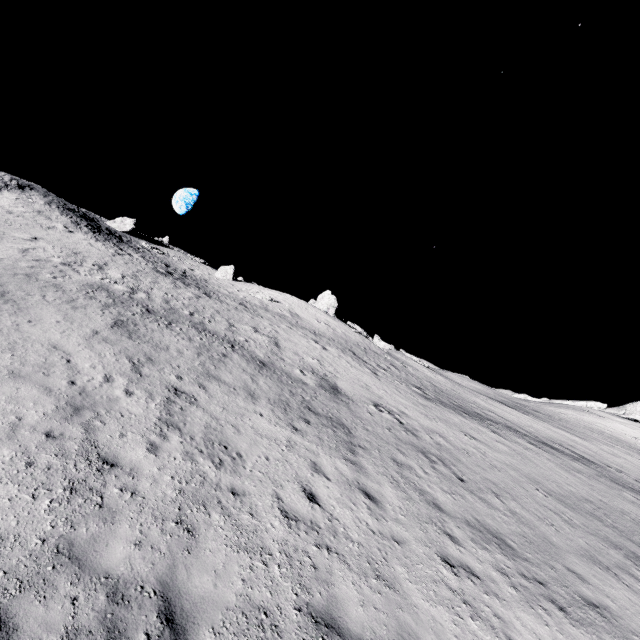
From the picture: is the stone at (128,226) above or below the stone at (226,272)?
above

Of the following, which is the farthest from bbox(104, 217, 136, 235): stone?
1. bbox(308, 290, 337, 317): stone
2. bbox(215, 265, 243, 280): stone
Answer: bbox(308, 290, 337, 317): stone

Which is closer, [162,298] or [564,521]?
[564,521]

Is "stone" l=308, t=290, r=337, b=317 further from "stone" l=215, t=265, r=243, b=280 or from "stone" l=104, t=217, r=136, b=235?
"stone" l=104, t=217, r=136, b=235

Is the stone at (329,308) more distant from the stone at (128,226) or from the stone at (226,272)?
the stone at (128,226)

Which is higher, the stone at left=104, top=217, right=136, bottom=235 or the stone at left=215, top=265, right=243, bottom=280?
the stone at left=104, top=217, right=136, bottom=235
